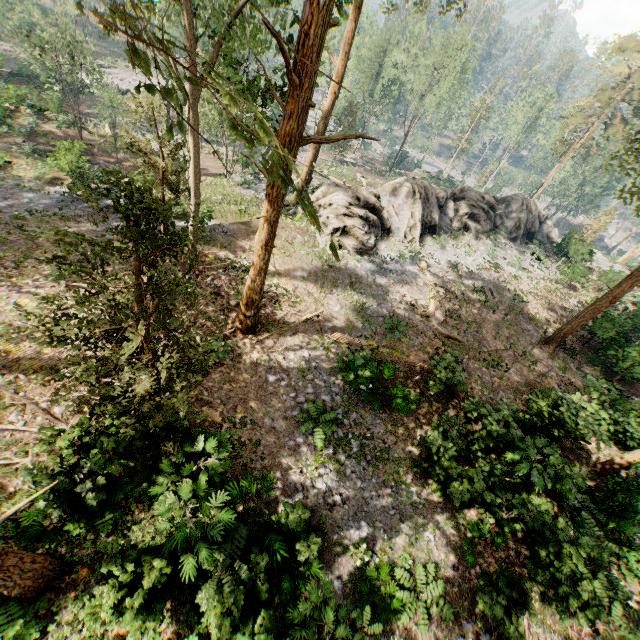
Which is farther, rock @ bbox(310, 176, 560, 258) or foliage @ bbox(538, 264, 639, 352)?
rock @ bbox(310, 176, 560, 258)

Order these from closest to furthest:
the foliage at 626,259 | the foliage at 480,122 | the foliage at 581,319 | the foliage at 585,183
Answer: the foliage at 585,183 → the foliage at 581,319 → the foliage at 626,259 → the foliage at 480,122

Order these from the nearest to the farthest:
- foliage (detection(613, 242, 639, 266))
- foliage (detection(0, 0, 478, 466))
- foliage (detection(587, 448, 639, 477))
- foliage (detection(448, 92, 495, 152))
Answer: foliage (detection(0, 0, 478, 466)) → foliage (detection(587, 448, 639, 477)) → foliage (detection(613, 242, 639, 266)) → foliage (detection(448, 92, 495, 152))

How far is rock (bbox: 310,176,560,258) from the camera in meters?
20.8

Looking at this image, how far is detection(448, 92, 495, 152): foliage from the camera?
54.1 meters

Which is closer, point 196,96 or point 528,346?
point 196,96

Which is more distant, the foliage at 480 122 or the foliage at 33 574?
the foliage at 480 122
